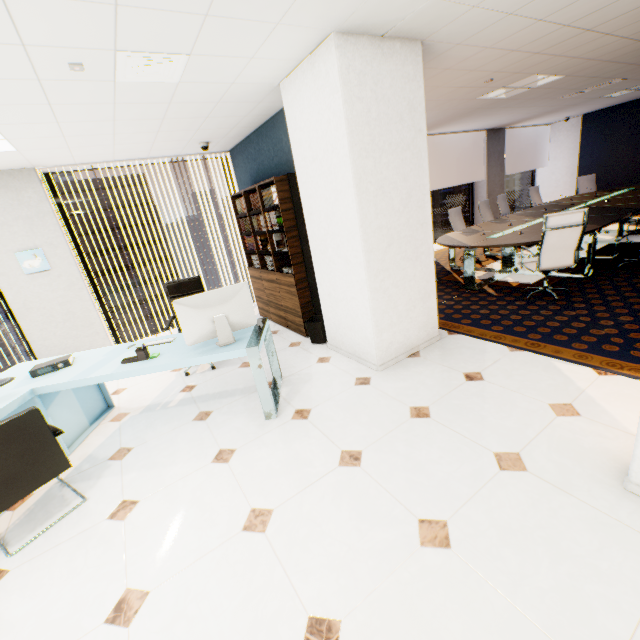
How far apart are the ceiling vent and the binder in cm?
253

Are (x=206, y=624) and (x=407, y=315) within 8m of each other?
yes

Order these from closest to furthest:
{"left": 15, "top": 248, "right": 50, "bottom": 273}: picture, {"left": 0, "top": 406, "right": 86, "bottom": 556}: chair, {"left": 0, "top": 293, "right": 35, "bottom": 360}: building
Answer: {"left": 0, "top": 406, "right": 86, "bottom": 556}: chair → {"left": 15, "top": 248, "right": 50, "bottom": 273}: picture → {"left": 0, "top": 293, "right": 35, "bottom": 360}: building

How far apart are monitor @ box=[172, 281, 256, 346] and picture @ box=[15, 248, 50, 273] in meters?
3.7

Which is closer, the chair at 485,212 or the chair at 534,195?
the chair at 485,212

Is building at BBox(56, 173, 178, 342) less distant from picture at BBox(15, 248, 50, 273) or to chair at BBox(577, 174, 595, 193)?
picture at BBox(15, 248, 50, 273)

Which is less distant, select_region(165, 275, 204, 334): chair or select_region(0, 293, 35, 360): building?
select_region(165, 275, 204, 334): chair

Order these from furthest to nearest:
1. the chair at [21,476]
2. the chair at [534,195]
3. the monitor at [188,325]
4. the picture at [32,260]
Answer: the chair at [534,195] → the picture at [32,260] → the monitor at [188,325] → the chair at [21,476]
